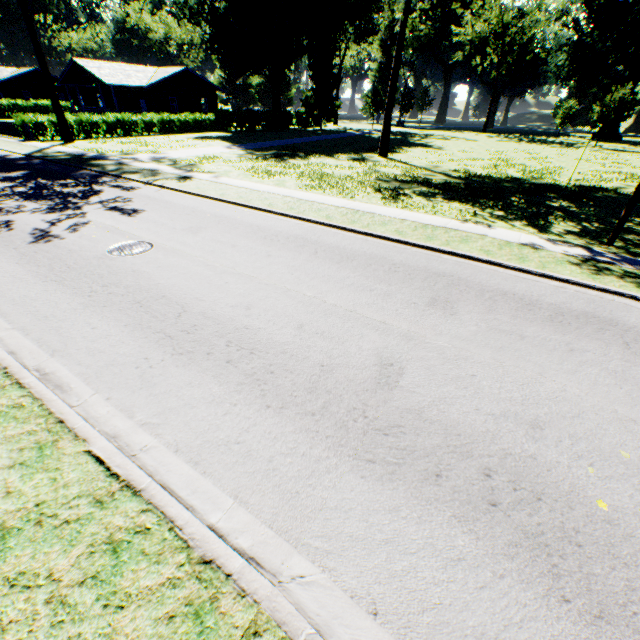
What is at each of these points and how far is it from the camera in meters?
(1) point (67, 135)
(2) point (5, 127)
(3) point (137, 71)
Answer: (1) tree, 27.2 m
(2) fence, 28.6 m
(3) house, 39.5 m

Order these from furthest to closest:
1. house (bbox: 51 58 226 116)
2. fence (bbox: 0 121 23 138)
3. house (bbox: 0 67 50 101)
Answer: house (bbox: 0 67 50 101)
house (bbox: 51 58 226 116)
fence (bbox: 0 121 23 138)

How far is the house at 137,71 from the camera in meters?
36.3

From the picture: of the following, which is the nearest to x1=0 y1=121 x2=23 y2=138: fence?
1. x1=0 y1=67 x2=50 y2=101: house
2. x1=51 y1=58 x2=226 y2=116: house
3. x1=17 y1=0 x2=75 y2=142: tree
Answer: x1=17 y1=0 x2=75 y2=142: tree

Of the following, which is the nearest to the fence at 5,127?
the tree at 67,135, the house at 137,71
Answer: the tree at 67,135

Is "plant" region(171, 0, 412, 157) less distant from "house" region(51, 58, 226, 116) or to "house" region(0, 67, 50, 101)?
"house" region(51, 58, 226, 116)

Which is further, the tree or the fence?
the fence

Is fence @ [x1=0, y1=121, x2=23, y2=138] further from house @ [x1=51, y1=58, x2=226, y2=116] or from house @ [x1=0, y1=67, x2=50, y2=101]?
house @ [x1=0, y1=67, x2=50, y2=101]
